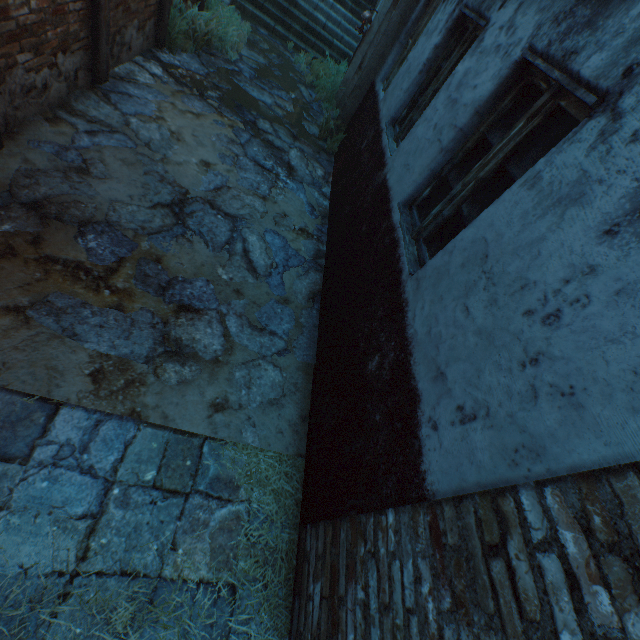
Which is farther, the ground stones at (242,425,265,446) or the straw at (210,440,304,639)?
the ground stones at (242,425,265,446)

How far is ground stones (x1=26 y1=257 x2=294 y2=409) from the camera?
2.5 meters

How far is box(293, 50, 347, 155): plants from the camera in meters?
6.5 m

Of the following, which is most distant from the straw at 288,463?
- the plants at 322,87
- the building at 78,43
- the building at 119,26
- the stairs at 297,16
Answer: the stairs at 297,16

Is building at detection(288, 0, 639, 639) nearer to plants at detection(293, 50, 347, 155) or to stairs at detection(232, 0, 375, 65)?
stairs at detection(232, 0, 375, 65)

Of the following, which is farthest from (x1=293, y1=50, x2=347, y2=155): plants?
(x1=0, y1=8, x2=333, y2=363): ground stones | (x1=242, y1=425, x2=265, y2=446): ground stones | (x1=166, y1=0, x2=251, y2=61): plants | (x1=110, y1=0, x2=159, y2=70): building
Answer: (x1=242, y1=425, x2=265, y2=446): ground stones

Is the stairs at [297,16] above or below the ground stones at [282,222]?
above

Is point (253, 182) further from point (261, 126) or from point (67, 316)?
point (67, 316)
